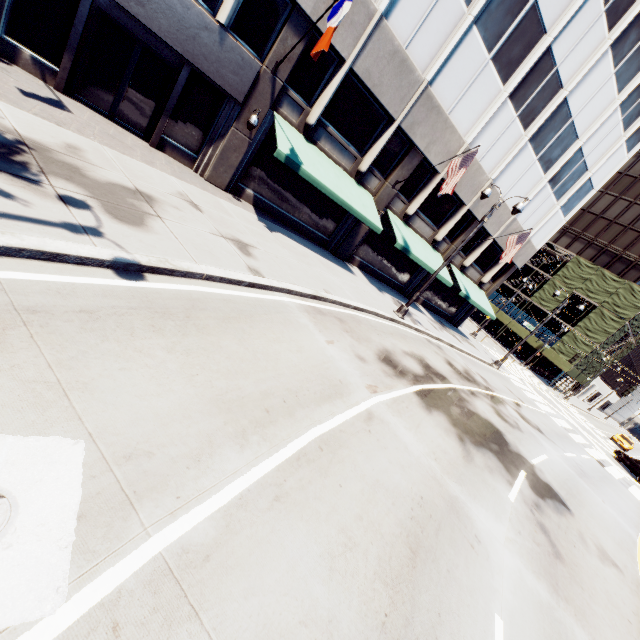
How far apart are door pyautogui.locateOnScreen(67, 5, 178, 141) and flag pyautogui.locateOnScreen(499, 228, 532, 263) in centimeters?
1890cm

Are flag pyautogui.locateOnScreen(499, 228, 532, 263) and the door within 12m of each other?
no

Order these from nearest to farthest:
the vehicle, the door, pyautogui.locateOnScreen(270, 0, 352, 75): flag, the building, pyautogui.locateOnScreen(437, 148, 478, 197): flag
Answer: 1. pyautogui.locateOnScreen(270, 0, 352, 75): flag
2. the door
3. the building
4. pyautogui.locateOnScreen(437, 148, 478, 197): flag
5. the vehicle

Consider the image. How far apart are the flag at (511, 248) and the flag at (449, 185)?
7.78m

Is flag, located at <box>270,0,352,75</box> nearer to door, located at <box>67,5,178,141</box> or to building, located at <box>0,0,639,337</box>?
building, located at <box>0,0,639,337</box>

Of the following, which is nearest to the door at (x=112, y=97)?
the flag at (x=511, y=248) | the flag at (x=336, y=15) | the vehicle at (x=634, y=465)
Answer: the flag at (x=336, y=15)

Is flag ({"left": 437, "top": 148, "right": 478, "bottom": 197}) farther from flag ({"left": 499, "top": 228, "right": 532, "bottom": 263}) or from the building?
flag ({"left": 499, "top": 228, "right": 532, "bottom": 263})

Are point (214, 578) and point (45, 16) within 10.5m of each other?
no
